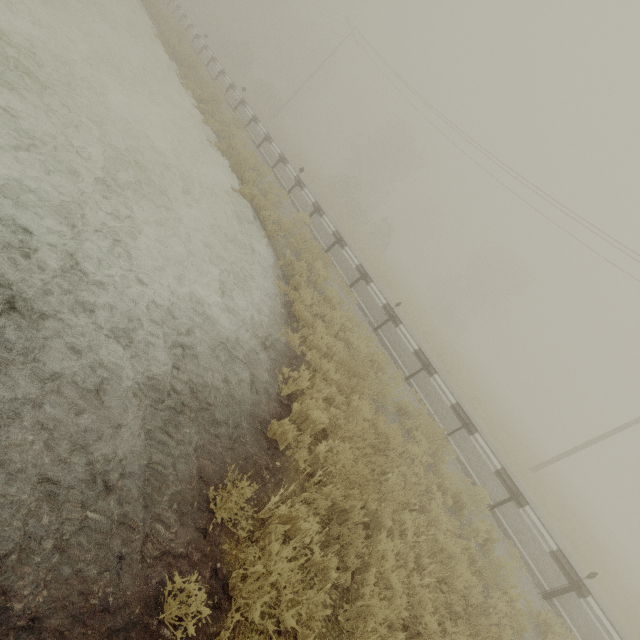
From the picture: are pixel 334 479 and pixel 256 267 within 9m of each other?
yes

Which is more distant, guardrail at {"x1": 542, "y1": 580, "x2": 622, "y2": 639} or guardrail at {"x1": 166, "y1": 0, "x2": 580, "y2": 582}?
guardrail at {"x1": 166, "y1": 0, "x2": 580, "y2": 582}

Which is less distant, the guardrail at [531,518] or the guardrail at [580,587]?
the guardrail at [580,587]
